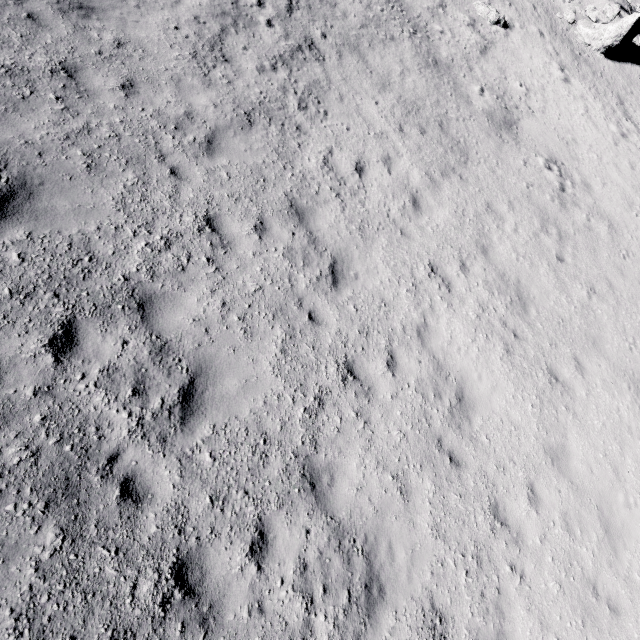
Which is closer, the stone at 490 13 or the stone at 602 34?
the stone at 490 13

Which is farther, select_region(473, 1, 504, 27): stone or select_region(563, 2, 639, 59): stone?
select_region(563, 2, 639, 59): stone

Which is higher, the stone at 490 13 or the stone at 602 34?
the stone at 602 34

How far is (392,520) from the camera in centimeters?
565cm

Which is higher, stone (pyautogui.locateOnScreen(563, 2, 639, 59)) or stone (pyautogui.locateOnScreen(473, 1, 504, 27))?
stone (pyautogui.locateOnScreen(563, 2, 639, 59))
